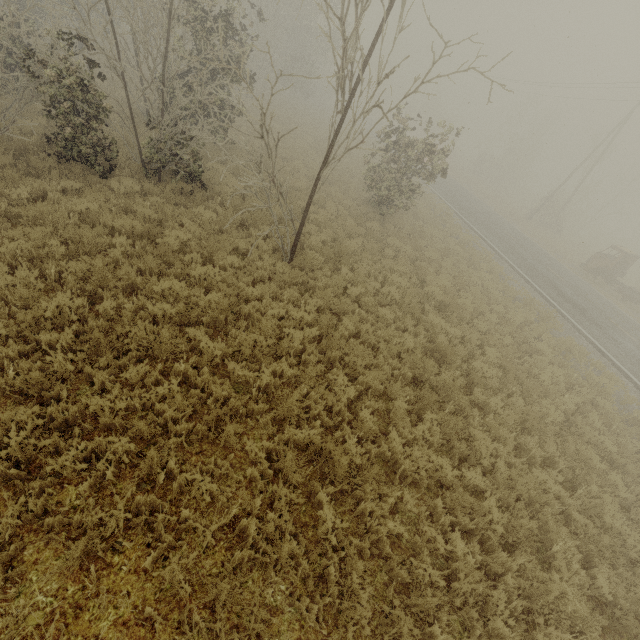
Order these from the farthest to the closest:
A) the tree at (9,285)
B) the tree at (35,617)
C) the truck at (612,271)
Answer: the truck at (612,271) < the tree at (9,285) < the tree at (35,617)

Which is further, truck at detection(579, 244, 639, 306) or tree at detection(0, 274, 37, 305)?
truck at detection(579, 244, 639, 306)

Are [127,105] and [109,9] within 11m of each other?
yes

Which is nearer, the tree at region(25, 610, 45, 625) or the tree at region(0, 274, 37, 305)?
the tree at region(25, 610, 45, 625)

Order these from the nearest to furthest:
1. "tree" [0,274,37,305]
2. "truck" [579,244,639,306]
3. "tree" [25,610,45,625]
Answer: "tree" [25,610,45,625]
"tree" [0,274,37,305]
"truck" [579,244,639,306]

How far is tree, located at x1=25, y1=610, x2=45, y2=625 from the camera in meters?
3.0 m

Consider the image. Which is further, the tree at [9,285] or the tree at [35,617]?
the tree at [9,285]
